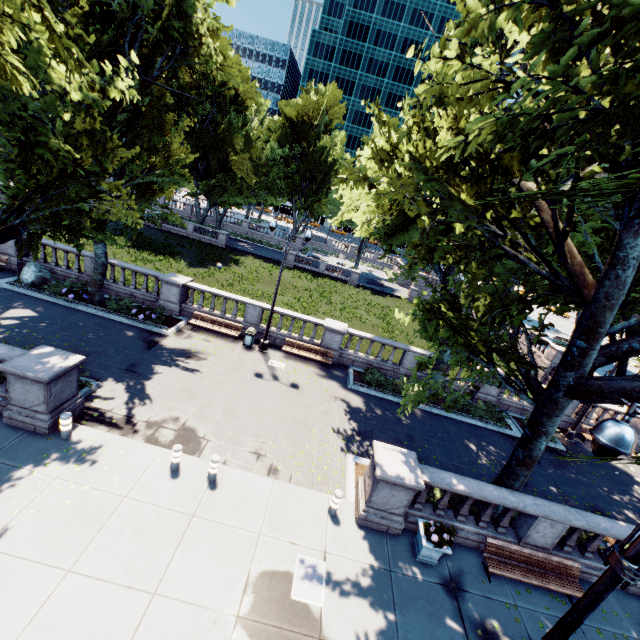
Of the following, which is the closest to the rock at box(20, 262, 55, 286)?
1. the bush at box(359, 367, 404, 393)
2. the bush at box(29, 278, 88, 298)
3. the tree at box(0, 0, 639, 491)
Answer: the bush at box(29, 278, 88, 298)

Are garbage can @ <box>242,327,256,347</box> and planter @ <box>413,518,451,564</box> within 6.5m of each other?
no

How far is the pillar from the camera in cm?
960

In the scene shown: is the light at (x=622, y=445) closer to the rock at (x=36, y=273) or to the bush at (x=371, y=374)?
the bush at (x=371, y=374)

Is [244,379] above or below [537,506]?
below

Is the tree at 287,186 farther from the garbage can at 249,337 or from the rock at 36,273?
the garbage can at 249,337

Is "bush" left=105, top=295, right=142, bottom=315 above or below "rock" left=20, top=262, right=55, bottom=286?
below

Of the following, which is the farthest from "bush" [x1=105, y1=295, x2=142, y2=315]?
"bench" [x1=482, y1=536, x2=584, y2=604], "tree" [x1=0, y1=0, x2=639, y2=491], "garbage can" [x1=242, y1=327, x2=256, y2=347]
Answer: "bench" [x1=482, y1=536, x2=584, y2=604]
